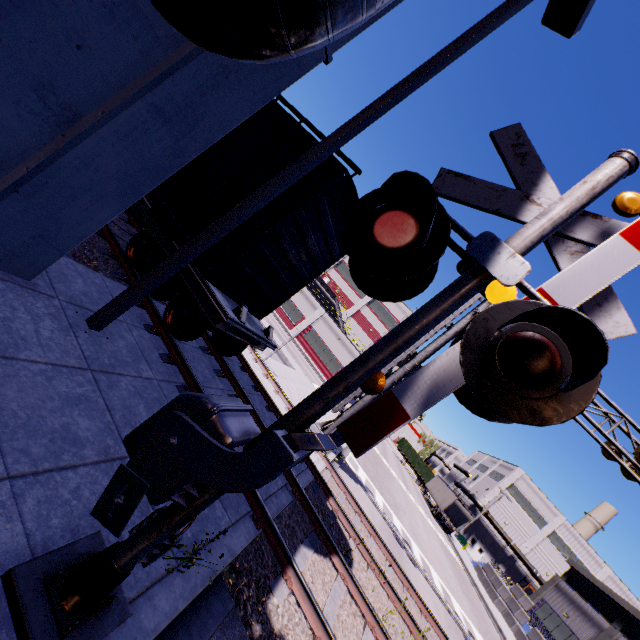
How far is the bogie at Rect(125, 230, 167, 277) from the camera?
6.70m

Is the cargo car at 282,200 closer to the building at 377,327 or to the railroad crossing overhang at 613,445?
the building at 377,327

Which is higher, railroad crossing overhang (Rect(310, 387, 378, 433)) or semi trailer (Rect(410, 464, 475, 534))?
semi trailer (Rect(410, 464, 475, 534))

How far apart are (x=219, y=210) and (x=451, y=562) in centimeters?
3061cm

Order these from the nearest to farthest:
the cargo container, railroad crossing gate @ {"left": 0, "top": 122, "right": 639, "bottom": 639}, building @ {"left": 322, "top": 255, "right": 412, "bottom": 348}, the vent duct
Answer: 1. railroad crossing gate @ {"left": 0, "top": 122, "right": 639, "bottom": 639}
2. the vent duct
3. building @ {"left": 322, "top": 255, "right": 412, "bottom": 348}
4. the cargo container

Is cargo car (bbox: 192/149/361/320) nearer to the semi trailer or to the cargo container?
the semi trailer

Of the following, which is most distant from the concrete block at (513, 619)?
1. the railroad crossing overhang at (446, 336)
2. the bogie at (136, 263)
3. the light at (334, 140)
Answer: the light at (334, 140)

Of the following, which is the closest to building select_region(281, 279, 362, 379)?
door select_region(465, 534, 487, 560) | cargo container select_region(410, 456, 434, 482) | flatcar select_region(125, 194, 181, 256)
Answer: door select_region(465, 534, 487, 560)
